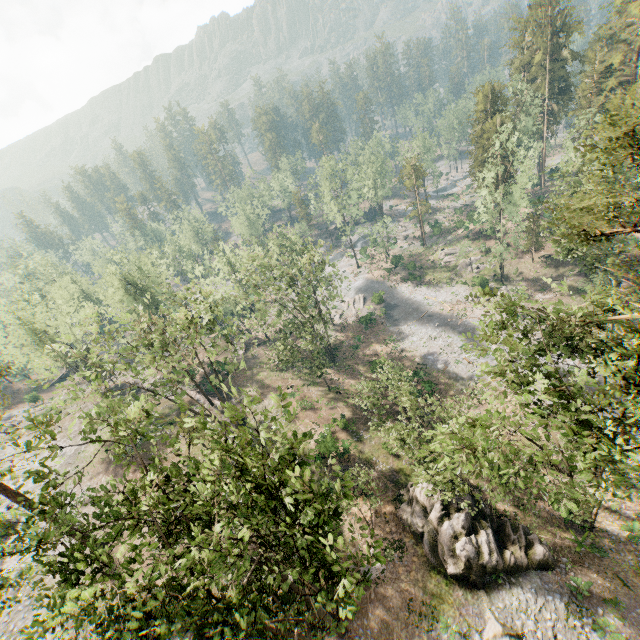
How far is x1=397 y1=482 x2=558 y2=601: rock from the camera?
21.39m

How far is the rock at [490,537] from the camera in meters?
21.4

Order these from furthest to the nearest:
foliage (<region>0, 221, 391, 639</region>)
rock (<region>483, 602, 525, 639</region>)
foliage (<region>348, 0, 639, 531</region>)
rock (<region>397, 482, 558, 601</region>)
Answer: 1. rock (<region>397, 482, 558, 601</region>)
2. rock (<region>483, 602, 525, 639</region>)
3. foliage (<region>348, 0, 639, 531</region>)
4. foliage (<region>0, 221, 391, 639</region>)

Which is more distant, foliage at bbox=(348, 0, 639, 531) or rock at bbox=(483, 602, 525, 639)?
rock at bbox=(483, 602, 525, 639)

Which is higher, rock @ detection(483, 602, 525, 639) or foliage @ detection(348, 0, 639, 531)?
foliage @ detection(348, 0, 639, 531)

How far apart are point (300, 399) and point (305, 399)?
0.63m

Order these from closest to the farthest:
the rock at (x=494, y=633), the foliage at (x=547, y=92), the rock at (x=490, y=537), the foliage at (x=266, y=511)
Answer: the foliage at (x=266, y=511), the foliage at (x=547, y=92), the rock at (x=494, y=633), the rock at (x=490, y=537)
